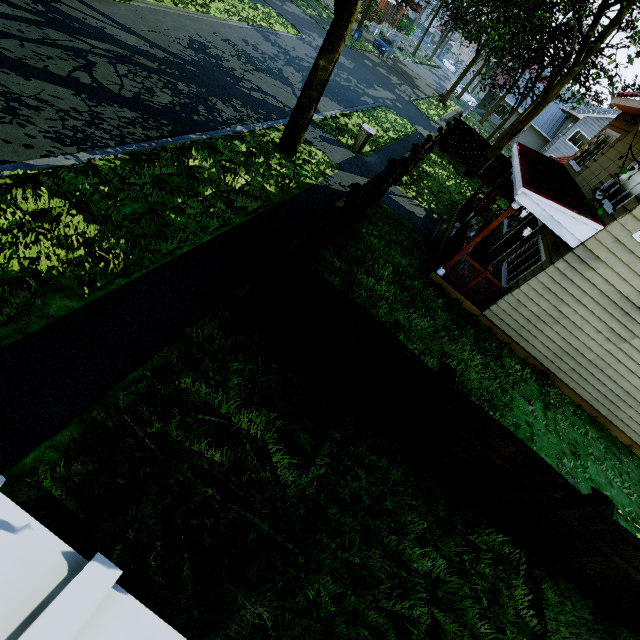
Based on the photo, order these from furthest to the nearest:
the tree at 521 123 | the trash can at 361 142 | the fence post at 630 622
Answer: the tree at 521 123 < the trash can at 361 142 < the fence post at 630 622

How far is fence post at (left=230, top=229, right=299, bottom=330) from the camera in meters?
4.2 m

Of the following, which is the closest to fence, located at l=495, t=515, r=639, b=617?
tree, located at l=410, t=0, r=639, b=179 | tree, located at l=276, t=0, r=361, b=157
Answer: tree, located at l=276, t=0, r=361, b=157

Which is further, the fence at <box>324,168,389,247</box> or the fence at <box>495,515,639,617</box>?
the fence at <box>324,168,389,247</box>

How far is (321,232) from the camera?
6.1 meters

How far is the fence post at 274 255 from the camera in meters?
4.2

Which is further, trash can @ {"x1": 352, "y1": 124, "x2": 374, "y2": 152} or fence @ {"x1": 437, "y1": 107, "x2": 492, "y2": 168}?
fence @ {"x1": 437, "y1": 107, "x2": 492, "y2": 168}
